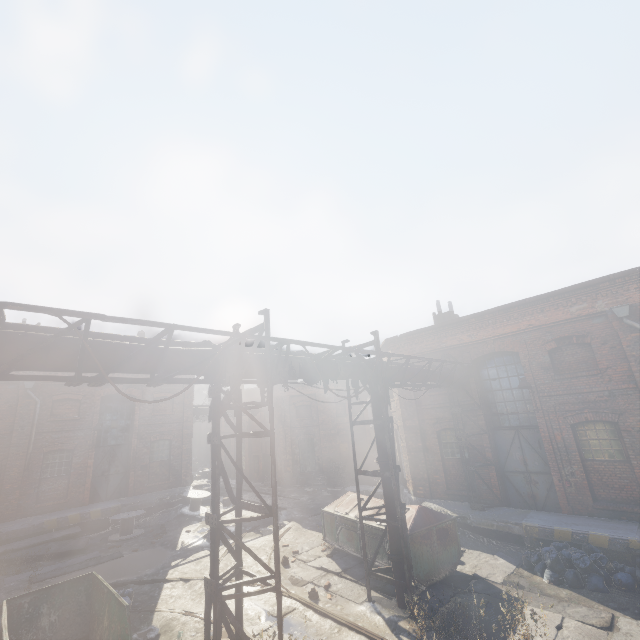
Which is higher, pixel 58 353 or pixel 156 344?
pixel 156 344

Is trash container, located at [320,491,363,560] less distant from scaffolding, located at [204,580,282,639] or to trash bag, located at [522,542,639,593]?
trash bag, located at [522,542,639,593]

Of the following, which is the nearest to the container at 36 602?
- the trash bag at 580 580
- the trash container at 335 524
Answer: the trash container at 335 524

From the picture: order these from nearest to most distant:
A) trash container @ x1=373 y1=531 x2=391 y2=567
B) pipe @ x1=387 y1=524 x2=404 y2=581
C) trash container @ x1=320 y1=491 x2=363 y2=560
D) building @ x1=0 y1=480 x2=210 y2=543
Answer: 1. pipe @ x1=387 y1=524 x2=404 y2=581
2. trash container @ x1=373 y1=531 x2=391 y2=567
3. trash container @ x1=320 y1=491 x2=363 y2=560
4. building @ x1=0 y1=480 x2=210 y2=543

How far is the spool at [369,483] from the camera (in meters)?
16.92

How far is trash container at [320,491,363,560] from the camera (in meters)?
10.77

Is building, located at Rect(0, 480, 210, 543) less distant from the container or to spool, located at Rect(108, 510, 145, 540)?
spool, located at Rect(108, 510, 145, 540)
